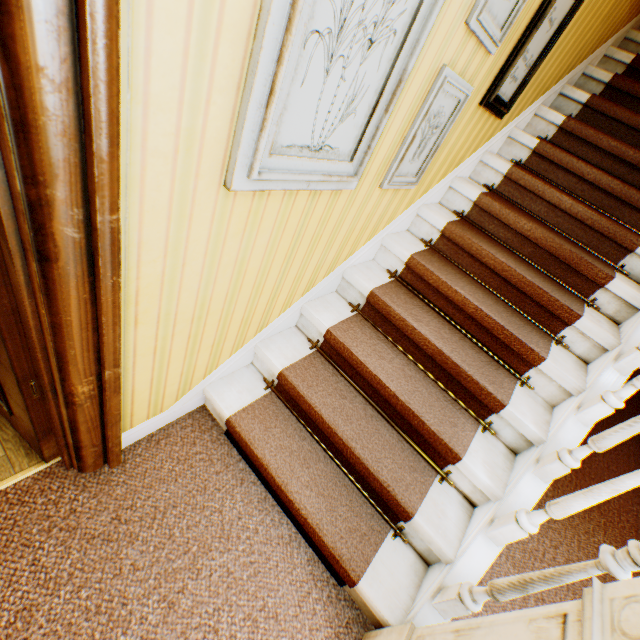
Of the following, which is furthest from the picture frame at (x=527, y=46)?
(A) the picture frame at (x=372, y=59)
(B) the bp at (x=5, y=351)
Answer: (B) the bp at (x=5, y=351)

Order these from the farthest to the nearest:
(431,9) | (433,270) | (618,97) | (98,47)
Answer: (618,97)
(433,270)
(431,9)
(98,47)

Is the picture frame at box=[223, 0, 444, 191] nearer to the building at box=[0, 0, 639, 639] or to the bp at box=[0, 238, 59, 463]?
the building at box=[0, 0, 639, 639]

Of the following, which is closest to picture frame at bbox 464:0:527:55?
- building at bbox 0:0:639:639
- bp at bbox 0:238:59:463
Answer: building at bbox 0:0:639:639

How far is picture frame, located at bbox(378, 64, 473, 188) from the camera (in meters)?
1.55

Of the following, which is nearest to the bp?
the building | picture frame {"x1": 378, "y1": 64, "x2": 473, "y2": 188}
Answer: the building

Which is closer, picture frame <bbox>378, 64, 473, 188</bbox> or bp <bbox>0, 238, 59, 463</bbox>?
bp <bbox>0, 238, 59, 463</bbox>

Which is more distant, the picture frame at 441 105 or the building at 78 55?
the picture frame at 441 105
